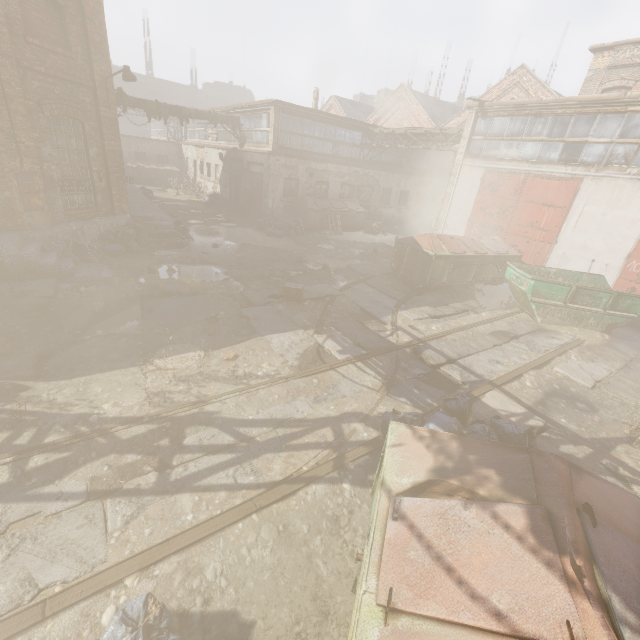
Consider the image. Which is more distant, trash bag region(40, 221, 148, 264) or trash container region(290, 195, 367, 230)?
trash container region(290, 195, 367, 230)

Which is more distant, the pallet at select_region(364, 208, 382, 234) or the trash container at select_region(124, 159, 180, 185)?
the trash container at select_region(124, 159, 180, 185)

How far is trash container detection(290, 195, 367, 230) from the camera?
18.2m

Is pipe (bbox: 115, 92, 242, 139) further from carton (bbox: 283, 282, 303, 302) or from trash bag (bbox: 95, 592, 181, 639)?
trash bag (bbox: 95, 592, 181, 639)

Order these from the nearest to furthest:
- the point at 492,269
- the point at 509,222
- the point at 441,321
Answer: the point at 441,321, the point at 492,269, the point at 509,222

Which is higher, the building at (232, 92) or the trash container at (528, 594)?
the building at (232, 92)

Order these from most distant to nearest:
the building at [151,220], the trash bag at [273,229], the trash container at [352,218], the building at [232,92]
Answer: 1. the building at [232,92]
2. the trash container at [352,218]
3. the trash bag at [273,229]
4. the building at [151,220]

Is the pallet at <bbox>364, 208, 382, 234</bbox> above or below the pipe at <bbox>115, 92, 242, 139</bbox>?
below
